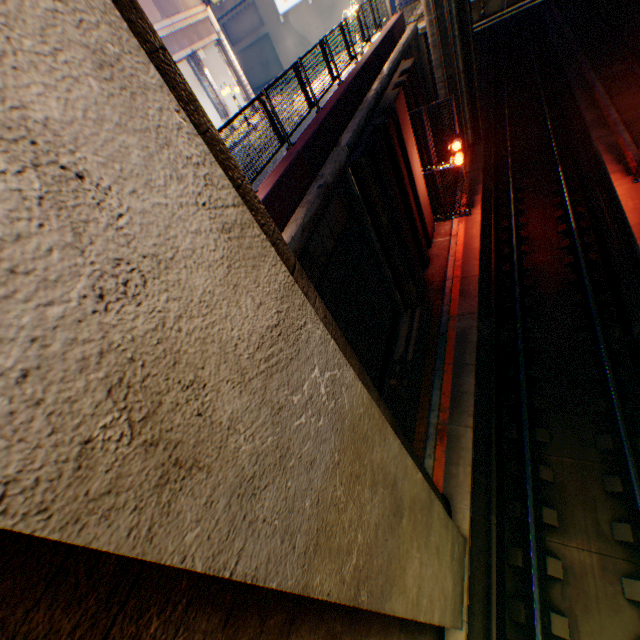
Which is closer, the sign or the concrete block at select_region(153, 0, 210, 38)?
the concrete block at select_region(153, 0, 210, 38)

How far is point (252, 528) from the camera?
1.6m

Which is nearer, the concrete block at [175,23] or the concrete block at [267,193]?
the concrete block at [267,193]

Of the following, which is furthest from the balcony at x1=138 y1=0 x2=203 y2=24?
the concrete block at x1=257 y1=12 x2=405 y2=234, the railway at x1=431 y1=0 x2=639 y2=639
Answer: the railway at x1=431 y1=0 x2=639 y2=639

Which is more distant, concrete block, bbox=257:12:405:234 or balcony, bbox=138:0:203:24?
balcony, bbox=138:0:203:24

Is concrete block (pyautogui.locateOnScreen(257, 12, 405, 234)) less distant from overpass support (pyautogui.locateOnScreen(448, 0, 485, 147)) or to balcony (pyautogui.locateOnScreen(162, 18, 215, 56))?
overpass support (pyautogui.locateOnScreen(448, 0, 485, 147))

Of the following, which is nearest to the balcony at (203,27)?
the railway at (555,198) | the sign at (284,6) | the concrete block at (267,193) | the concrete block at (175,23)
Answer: the concrete block at (175,23)

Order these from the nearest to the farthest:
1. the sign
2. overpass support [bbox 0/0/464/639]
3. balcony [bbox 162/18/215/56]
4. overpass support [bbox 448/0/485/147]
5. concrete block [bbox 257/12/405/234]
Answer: overpass support [bbox 0/0/464/639], concrete block [bbox 257/12/405/234], overpass support [bbox 448/0/485/147], balcony [bbox 162/18/215/56], the sign
